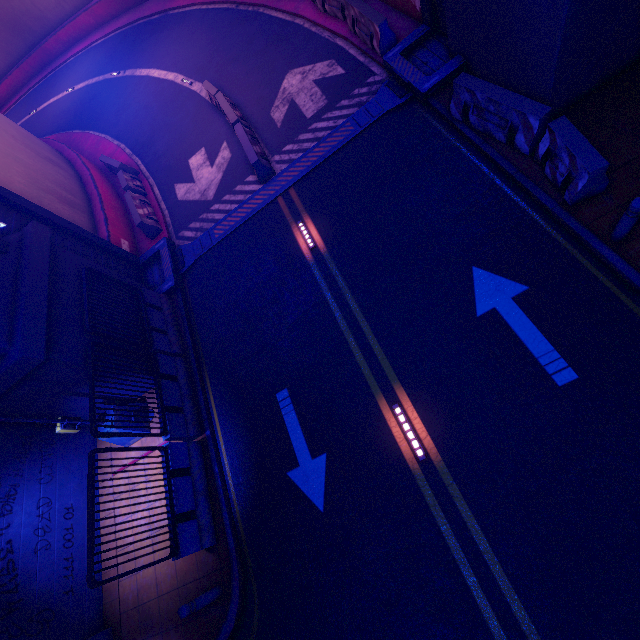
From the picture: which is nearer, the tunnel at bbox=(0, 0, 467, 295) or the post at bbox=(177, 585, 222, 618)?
the post at bbox=(177, 585, 222, 618)

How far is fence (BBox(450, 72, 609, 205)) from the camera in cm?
601

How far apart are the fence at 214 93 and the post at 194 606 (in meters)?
11.67

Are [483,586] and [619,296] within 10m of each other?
yes

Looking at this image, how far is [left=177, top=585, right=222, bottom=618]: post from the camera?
6.4m

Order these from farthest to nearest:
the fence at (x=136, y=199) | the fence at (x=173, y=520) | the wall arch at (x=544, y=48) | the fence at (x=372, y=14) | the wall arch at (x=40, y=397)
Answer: the fence at (x=136, y=199)
the fence at (x=372, y=14)
the wall arch at (x=40, y=397)
the fence at (x=173, y=520)
the wall arch at (x=544, y=48)

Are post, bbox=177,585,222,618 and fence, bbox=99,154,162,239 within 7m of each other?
no

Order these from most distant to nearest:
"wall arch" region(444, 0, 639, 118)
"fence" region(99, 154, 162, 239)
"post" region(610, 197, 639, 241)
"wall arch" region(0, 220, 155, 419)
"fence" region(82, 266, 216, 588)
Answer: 1. "fence" region(99, 154, 162, 239)
2. "wall arch" region(0, 220, 155, 419)
3. "fence" region(82, 266, 216, 588)
4. "wall arch" region(444, 0, 639, 118)
5. "post" region(610, 197, 639, 241)
